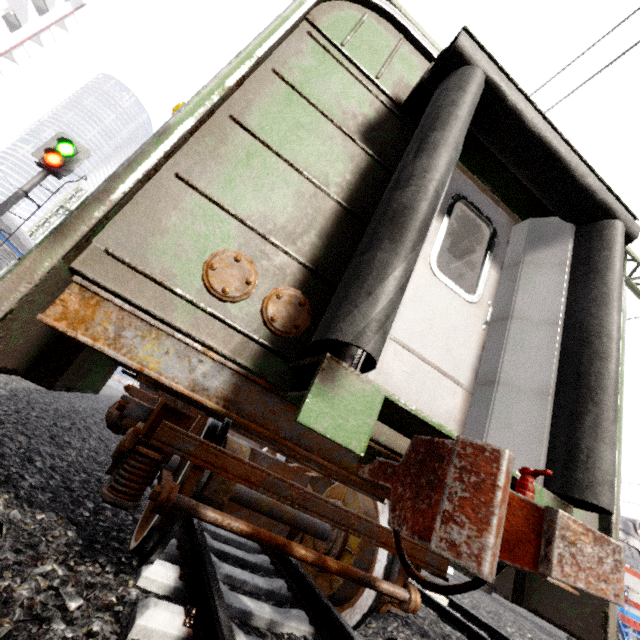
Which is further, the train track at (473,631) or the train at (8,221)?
the train at (8,221)

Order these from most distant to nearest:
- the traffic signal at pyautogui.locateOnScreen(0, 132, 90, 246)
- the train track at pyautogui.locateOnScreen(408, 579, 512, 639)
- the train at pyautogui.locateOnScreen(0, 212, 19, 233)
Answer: the train at pyautogui.locateOnScreen(0, 212, 19, 233) < the traffic signal at pyautogui.locateOnScreen(0, 132, 90, 246) < the train track at pyautogui.locateOnScreen(408, 579, 512, 639)

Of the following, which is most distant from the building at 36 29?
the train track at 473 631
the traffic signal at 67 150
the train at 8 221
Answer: the train track at 473 631

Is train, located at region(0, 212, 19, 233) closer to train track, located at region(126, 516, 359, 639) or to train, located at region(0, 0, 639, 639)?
train, located at region(0, 0, 639, 639)

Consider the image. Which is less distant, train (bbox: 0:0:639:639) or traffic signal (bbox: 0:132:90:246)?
train (bbox: 0:0:639:639)

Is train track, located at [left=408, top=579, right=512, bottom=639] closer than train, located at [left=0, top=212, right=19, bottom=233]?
Yes

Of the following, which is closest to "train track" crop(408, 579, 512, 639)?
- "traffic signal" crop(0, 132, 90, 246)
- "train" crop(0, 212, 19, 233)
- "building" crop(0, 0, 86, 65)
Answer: "traffic signal" crop(0, 132, 90, 246)

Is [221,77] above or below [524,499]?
above
